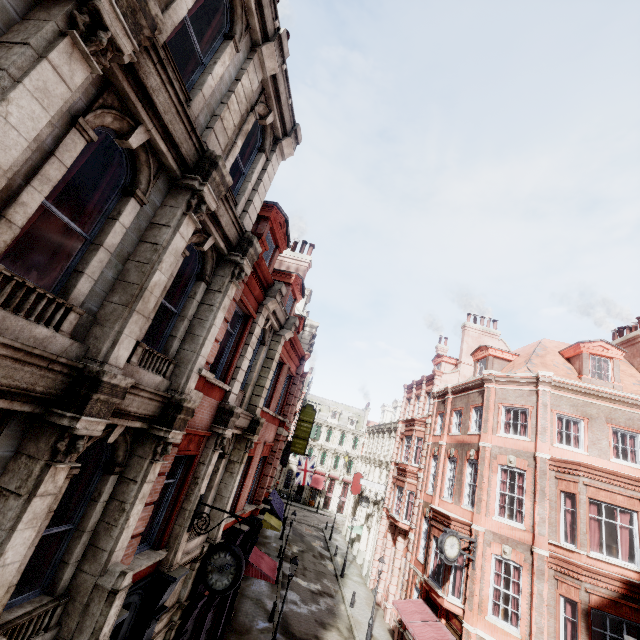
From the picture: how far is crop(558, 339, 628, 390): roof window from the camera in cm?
1820

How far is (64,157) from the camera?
3.72m

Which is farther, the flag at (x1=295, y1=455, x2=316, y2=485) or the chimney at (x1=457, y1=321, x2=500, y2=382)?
the flag at (x1=295, y1=455, x2=316, y2=485)

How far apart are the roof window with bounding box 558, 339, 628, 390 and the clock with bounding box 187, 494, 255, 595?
19.5 meters

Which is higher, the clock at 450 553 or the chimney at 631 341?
the chimney at 631 341

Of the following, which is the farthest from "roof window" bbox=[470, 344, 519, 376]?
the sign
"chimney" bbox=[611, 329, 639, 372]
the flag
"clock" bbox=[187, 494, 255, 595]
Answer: the flag

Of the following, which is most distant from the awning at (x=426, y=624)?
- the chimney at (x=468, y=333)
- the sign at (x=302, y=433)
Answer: the chimney at (x=468, y=333)

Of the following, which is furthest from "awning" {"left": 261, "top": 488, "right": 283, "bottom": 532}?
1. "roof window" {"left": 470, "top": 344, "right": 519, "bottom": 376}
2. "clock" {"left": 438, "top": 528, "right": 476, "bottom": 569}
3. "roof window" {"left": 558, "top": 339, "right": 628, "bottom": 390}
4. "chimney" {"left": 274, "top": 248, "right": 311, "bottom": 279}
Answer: "roof window" {"left": 558, "top": 339, "right": 628, "bottom": 390}
